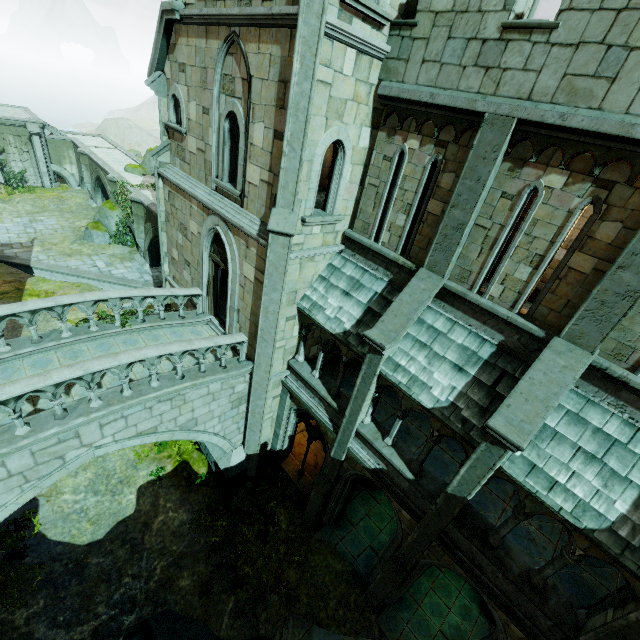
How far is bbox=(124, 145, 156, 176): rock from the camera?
27.3m

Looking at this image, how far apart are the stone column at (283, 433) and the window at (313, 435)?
0.0m

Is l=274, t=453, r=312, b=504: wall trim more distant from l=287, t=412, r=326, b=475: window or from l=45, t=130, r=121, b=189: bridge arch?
l=45, t=130, r=121, b=189: bridge arch

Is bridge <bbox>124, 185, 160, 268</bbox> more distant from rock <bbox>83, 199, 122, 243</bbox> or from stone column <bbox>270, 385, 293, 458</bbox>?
stone column <bbox>270, 385, 293, 458</bbox>

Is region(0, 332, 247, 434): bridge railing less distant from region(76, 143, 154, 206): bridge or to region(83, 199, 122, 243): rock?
region(76, 143, 154, 206): bridge

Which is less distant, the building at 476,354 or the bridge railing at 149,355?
the building at 476,354

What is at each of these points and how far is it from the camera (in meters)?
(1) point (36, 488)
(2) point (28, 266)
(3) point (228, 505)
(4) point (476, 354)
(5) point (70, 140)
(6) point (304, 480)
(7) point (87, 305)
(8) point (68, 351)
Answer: (1) bridge, 7.61
(2) wall trim, 21.58
(3) plant, 12.29
(4) building, 7.40
(5) bridge arch, 33.03
(6) wall trim, 13.58
(7) bridge railing, 9.40
(8) bridge, 9.29

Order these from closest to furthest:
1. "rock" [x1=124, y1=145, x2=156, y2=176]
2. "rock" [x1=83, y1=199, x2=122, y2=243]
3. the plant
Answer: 1. the plant
2. "rock" [x1=83, y1=199, x2=122, y2=243]
3. "rock" [x1=124, y1=145, x2=156, y2=176]
